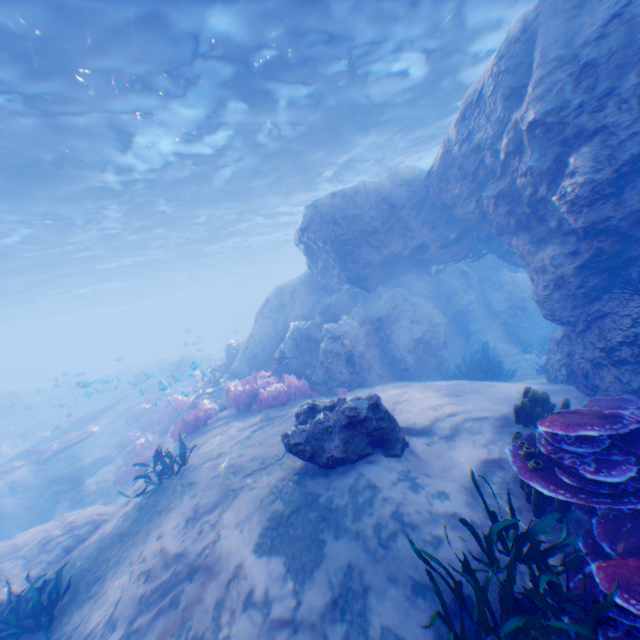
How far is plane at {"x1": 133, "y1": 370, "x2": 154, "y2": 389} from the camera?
13.4 meters

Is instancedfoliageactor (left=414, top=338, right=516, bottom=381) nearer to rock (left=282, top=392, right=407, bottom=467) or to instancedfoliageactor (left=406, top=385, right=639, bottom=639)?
rock (left=282, top=392, right=407, bottom=467)

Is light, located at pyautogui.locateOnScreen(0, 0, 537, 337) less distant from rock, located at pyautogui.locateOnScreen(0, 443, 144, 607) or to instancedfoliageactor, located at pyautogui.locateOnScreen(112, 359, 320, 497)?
rock, located at pyautogui.locateOnScreen(0, 443, 144, 607)

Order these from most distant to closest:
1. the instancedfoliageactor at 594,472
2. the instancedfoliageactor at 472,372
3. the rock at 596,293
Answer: the instancedfoliageactor at 472,372 < the rock at 596,293 < the instancedfoliageactor at 594,472

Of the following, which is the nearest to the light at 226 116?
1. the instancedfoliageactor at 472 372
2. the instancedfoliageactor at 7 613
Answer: the instancedfoliageactor at 472 372

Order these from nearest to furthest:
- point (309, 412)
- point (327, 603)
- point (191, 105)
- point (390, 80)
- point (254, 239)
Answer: point (327, 603), point (309, 412), point (191, 105), point (390, 80), point (254, 239)

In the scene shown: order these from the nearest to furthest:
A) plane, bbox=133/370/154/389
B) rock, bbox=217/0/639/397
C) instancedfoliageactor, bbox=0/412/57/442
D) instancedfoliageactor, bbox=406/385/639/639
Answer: instancedfoliageactor, bbox=406/385/639/639 → rock, bbox=217/0/639/397 → plane, bbox=133/370/154/389 → instancedfoliageactor, bbox=0/412/57/442

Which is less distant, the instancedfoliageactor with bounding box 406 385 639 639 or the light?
the instancedfoliageactor with bounding box 406 385 639 639
